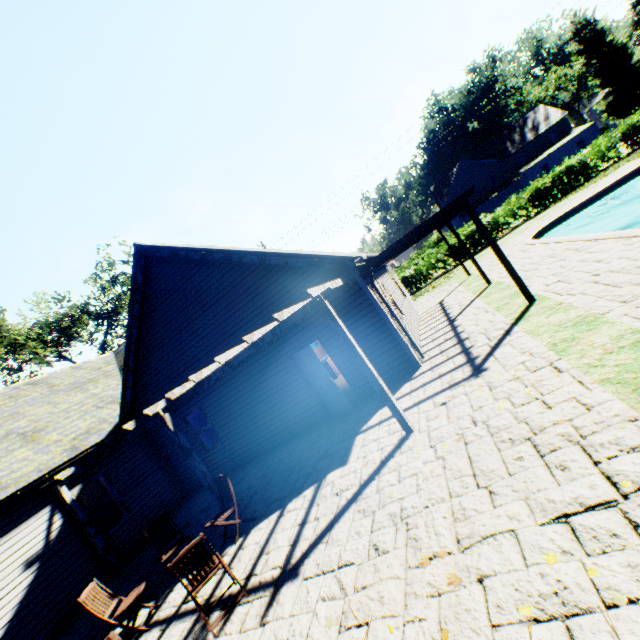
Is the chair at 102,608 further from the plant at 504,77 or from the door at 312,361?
the plant at 504,77

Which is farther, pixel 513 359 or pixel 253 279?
pixel 253 279

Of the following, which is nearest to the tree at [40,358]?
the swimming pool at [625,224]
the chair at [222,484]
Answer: the swimming pool at [625,224]

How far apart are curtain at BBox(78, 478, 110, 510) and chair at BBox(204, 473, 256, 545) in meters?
5.9 m

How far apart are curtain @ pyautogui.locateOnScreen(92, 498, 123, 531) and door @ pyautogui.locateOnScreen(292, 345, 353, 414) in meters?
7.5 m

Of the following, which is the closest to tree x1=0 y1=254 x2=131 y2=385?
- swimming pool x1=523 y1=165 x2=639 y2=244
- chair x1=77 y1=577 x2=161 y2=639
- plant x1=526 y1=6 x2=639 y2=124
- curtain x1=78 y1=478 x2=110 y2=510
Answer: plant x1=526 y1=6 x2=639 y2=124

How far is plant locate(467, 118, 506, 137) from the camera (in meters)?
58.16

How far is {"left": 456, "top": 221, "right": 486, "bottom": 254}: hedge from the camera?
24.1 meters
